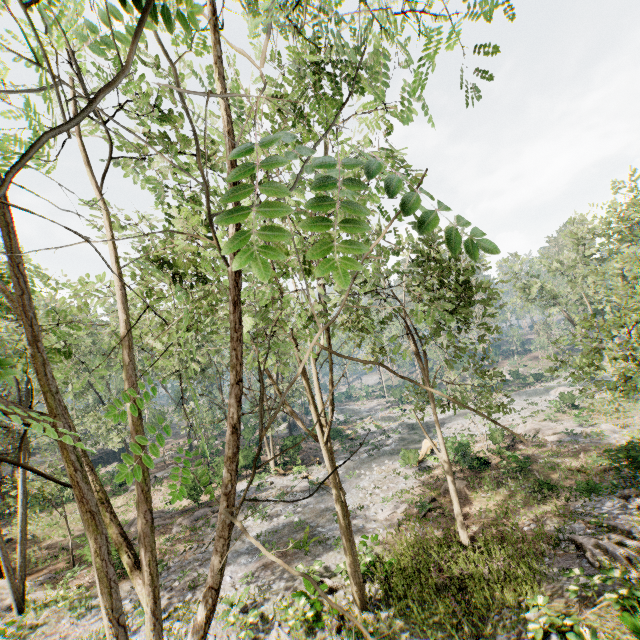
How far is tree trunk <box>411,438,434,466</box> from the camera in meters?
24.4

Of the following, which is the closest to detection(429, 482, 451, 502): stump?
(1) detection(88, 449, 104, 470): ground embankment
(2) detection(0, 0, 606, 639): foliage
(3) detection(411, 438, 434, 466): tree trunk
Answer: (3) detection(411, 438, 434, 466): tree trunk

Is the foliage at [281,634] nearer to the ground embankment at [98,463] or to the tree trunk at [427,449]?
the ground embankment at [98,463]

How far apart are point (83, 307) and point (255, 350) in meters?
5.6

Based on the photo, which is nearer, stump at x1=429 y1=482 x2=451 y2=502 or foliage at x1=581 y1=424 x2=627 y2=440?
stump at x1=429 y1=482 x2=451 y2=502

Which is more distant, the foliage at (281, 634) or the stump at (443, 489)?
the stump at (443, 489)

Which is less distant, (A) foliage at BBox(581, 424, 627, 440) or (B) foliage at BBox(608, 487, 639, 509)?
(B) foliage at BBox(608, 487, 639, 509)

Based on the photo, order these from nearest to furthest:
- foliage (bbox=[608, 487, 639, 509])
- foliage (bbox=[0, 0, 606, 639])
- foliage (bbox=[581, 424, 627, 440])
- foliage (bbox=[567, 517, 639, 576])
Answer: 1. foliage (bbox=[0, 0, 606, 639])
2. foliage (bbox=[567, 517, 639, 576])
3. foliage (bbox=[608, 487, 639, 509])
4. foliage (bbox=[581, 424, 627, 440])
